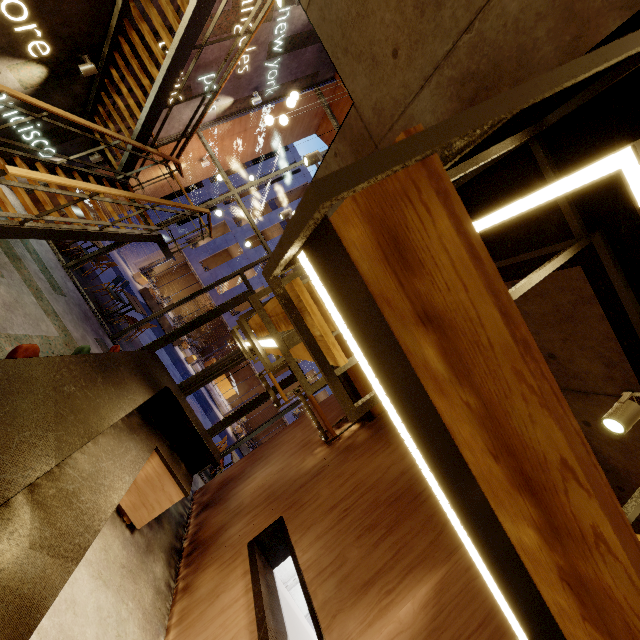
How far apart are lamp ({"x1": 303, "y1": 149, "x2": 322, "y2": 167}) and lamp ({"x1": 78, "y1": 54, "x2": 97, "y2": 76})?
4.3m

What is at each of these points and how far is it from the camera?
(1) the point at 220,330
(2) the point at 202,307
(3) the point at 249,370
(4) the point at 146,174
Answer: (1) building, 31.5m
(2) building, 26.5m
(3) building, 32.0m
(4) building, 9.6m

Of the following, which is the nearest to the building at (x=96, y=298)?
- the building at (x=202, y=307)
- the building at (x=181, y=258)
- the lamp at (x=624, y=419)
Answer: the lamp at (x=624, y=419)

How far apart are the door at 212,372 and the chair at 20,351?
5.77m

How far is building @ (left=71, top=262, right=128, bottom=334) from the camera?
8.3 meters

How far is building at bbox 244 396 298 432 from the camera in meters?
26.9

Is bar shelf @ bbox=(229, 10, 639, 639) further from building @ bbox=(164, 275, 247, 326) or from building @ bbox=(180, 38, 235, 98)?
building @ bbox=(164, 275, 247, 326)

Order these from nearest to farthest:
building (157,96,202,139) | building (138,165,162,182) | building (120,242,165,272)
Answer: building (157,96,202,139), building (138,165,162,182), building (120,242,165,272)
